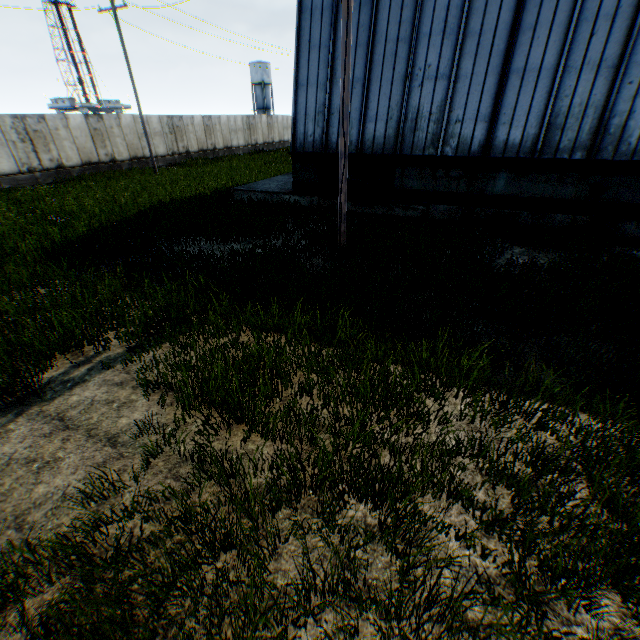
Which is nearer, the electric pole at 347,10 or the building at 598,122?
the electric pole at 347,10

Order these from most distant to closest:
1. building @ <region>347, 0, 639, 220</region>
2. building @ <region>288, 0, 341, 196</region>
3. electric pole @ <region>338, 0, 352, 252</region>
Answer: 1. building @ <region>288, 0, 341, 196</region>
2. building @ <region>347, 0, 639, 220</region>
3. electric pole @ <region>338, 0, 352, 252</region>

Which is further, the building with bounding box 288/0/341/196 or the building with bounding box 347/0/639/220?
the building with bounding box 288/0/341/196

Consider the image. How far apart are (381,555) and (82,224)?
13.0 meters

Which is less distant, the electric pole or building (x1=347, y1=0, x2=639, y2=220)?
the electric pole
